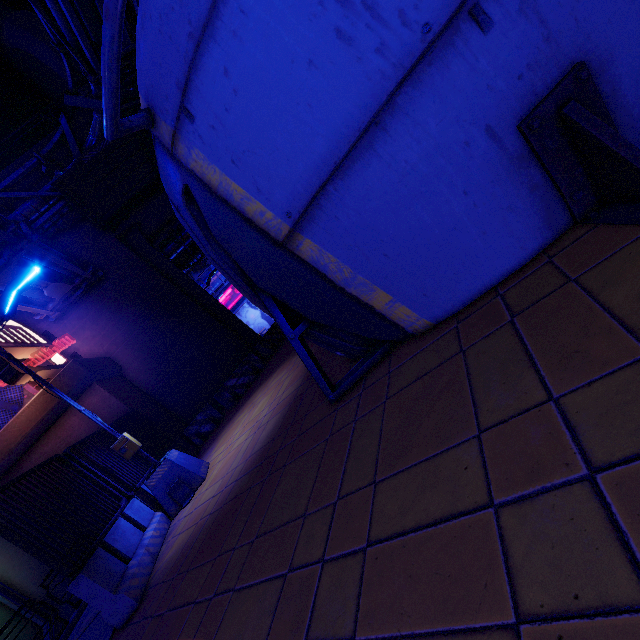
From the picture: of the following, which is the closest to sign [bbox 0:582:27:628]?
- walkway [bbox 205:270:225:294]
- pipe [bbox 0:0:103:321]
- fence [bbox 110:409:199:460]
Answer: pipe [bbox 0:0:103:321]

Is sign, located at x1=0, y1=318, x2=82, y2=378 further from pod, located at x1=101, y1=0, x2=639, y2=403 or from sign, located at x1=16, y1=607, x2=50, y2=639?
pod, located at x1=101, y1=0, x2=639, y2=403

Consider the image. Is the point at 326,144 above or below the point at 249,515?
above

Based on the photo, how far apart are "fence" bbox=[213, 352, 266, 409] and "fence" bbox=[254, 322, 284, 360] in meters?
0.5

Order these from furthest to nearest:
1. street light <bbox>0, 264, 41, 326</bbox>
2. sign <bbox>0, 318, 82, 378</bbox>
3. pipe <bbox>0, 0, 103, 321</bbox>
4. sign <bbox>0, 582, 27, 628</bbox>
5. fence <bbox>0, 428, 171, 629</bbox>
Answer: sign <bbox>0, 318, 82, 378</bbox>
sign <bbox>0, 582, 27, 628</bbox>
pipe <bbox>0, 0, 103, 321</bbox>
street light <bbox>0, 264, 41, 326</bbox>
fence <bbox>0, 428, 171, 629</bbox>

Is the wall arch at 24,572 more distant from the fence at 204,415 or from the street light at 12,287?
the street light at 12,287

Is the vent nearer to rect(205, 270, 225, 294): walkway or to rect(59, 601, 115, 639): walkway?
rect(59, 601, 115, 639): walkway

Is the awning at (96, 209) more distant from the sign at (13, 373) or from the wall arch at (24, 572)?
the wall arch at (24, 572)
